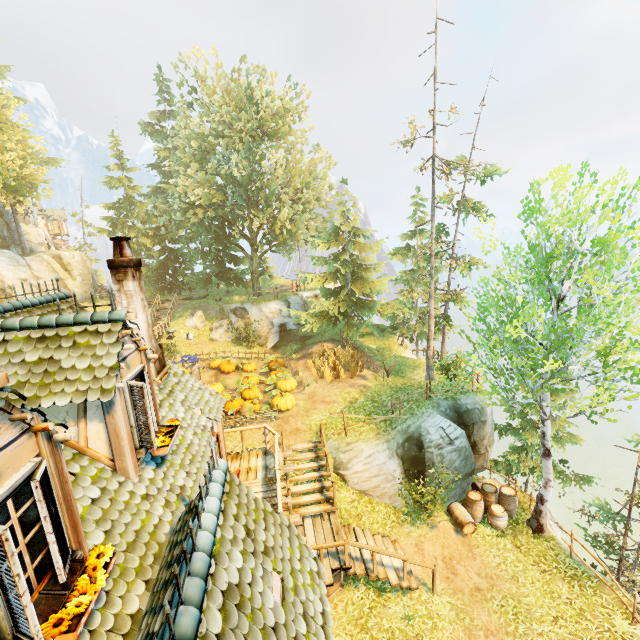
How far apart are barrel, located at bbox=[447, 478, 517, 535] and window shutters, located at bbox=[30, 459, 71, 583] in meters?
14.3

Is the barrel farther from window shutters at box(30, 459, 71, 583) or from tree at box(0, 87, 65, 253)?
tree at box(0, 87, 65, 253)

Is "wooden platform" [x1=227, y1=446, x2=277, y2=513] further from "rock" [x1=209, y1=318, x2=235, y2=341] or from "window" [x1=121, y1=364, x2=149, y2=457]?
"rock" [x1=209, y1=318, x2=235, y2=341]

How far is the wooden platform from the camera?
9.7 meters

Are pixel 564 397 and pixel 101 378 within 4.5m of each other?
no

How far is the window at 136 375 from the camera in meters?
5.2 m

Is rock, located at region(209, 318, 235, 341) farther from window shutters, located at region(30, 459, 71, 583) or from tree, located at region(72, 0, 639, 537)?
window shutters, located at region(30, 459, 71, 583)

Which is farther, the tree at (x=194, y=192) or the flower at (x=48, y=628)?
the tree at (x=194, y=192)
